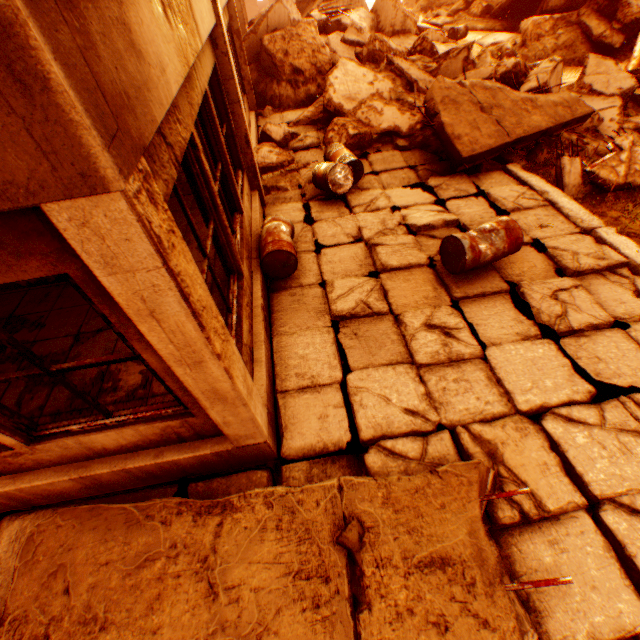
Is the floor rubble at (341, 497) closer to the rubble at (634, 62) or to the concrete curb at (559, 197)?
the concrete curb at (559, 197)

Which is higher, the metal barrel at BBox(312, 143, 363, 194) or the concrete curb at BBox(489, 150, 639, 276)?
the metal barrel at BBox(312, 143, 363, 194)

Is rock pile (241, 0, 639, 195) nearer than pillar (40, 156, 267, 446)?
No

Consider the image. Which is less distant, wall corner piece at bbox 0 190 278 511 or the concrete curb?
wall corner piece at bbox 0 190 278 511

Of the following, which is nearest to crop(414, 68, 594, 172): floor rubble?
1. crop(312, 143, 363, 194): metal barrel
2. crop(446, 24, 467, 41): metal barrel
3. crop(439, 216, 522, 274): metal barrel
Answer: crop(312, 143, 363, 194): metal barrel

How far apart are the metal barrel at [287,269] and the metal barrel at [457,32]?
15.3m

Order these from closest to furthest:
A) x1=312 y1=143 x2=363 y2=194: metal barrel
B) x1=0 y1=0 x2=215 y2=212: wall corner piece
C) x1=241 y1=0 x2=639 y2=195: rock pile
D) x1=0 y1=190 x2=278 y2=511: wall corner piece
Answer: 1. x1=0 y1=0 x2=215 y2=212: wall corner piece
2. x1=0 y1=190 x2=278 y2=511: wall corner piece
3. x1=312 y1=143 x2=363 y2=194: metal barrel
4. x1=241 y1=0 x2=639 y2=195: rock pile

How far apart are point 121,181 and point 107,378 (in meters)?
3.16
